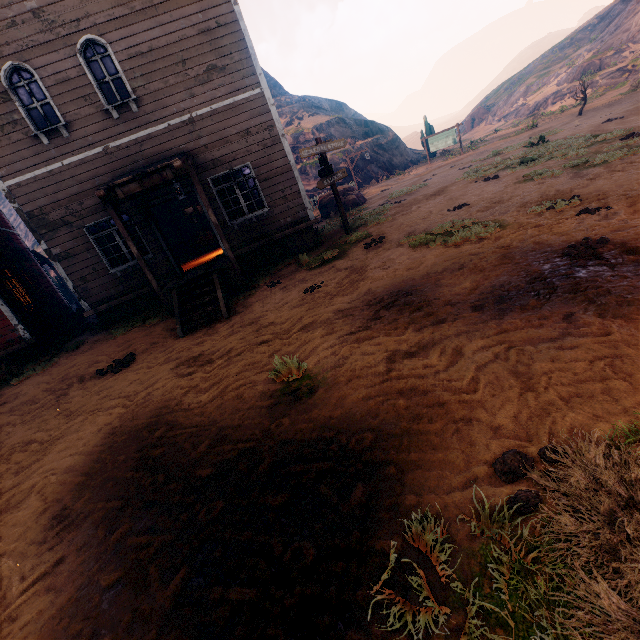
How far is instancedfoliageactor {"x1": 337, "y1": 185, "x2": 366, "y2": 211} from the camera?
18.1 meters

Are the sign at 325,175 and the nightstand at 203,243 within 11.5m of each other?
yes

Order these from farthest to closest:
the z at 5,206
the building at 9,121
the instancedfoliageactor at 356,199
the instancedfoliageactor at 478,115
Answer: the instancedfoliageactor at 478,115
the z at 5,206
the instancedfoliageactor at 356,199
the building at 9,121

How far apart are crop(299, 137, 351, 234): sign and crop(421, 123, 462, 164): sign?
19.2m

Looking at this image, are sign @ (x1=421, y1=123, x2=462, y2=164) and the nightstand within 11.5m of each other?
no

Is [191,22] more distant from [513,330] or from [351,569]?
[351,569]

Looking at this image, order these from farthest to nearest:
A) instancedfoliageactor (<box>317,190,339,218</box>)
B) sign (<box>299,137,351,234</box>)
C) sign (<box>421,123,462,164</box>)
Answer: sign (<box>421,123,462,164</box>) → instancedfoliageactor (<box>317,190,339,218</box>) → sign (<box>299,137,351,234</box>)

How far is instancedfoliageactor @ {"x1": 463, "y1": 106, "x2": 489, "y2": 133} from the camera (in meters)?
49.16
